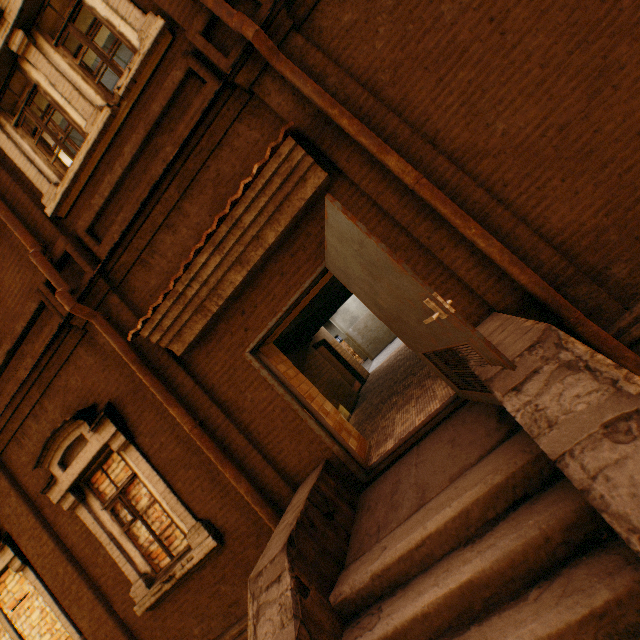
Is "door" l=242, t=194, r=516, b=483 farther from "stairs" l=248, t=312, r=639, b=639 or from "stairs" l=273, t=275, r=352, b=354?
"stairs" l=273, t=275, r=352, b=354

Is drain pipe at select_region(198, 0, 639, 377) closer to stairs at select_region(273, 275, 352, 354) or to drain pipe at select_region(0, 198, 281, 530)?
stairs at select_region(273, 275, 352, 354)

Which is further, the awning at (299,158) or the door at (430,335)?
the awning at (299,158)

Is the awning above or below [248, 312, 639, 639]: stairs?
above

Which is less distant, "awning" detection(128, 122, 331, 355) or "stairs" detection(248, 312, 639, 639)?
"stairs" detection(248, 312, 639, 639)

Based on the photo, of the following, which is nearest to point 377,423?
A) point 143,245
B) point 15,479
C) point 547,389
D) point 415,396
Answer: point 415,396

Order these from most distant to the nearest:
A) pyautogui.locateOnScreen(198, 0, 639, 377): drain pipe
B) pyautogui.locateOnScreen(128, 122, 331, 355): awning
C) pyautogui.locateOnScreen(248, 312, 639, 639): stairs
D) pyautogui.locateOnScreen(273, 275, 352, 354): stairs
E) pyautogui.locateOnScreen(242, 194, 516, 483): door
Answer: pyautogui.locateOnScreen(273, 275, 352, 354): stairs
pyautogui.locateOnScreen(128, 122, 331, 355): awning
pyautogui.locateOnScreen(198, 0, 639, 377): drain pipe
pyautogui.locateOnScreen(242, 194, 516, 483): door
pyautogui.locateOnScreen(248, 312, 639, 639): stairs

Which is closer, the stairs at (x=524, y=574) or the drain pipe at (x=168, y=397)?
the stairs at (x=524, y=574)
